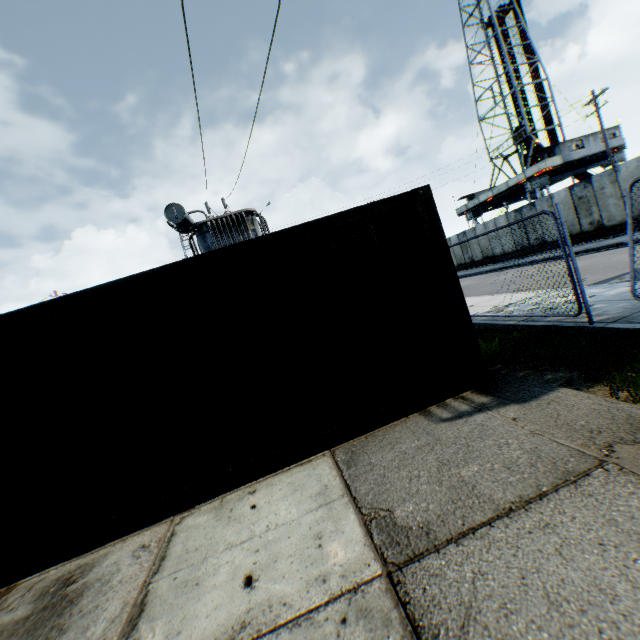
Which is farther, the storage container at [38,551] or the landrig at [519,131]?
the landrig at [519,131]

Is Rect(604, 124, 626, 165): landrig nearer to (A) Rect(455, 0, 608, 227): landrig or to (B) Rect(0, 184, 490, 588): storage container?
(A) Rect(455, 0, 608, 227): landrig

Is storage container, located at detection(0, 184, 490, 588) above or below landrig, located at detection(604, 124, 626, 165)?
below

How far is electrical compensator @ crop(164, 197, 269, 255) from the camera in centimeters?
1277cm

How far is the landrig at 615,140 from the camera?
29.3m

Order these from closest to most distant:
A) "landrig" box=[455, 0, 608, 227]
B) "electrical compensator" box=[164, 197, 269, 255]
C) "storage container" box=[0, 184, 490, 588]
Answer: "storage container" box=[0, 184, 490, 588] < "electrical compensator" box=[164, 197, 269, 255] < "landrig" box=[455, 0, 608, 227]

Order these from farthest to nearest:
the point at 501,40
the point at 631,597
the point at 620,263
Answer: the point at 501,40 < the point at 620,263 < the point at 631,597

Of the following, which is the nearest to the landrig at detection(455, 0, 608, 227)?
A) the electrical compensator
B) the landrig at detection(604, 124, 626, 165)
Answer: the landrig at detection(604, 124, 626, 165)
